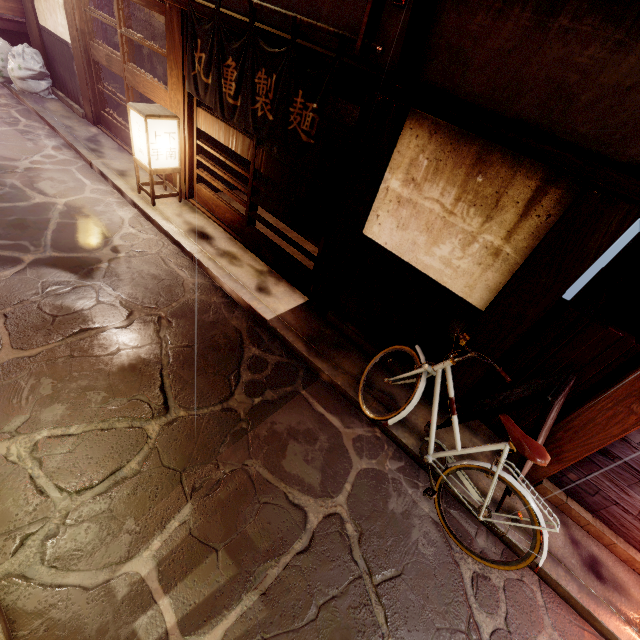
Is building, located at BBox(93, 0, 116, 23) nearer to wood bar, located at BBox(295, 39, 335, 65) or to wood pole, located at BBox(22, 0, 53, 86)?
wood bar, located at BBox(295, 39, 335, 65)

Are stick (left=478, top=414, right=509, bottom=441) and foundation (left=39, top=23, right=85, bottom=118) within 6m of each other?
no

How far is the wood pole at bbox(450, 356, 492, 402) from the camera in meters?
6.6 m

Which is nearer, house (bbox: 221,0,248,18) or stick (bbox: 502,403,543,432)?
stick (bbox: 502,403,543,432)

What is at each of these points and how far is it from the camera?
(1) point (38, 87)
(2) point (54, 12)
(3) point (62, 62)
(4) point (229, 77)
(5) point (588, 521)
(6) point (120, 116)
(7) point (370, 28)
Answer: (1) trash, 14.76m
(2) house, 12.82m
(3) foundation, 14.03m
(4) flag, 7.80m
(5) foundation, 6.25m
(6) building, 14.96m
(7) wood base, 5.34m

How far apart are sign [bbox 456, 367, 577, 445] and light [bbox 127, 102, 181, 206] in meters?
10.8 m

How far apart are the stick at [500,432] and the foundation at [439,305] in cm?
87

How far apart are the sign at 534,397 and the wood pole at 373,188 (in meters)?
3.85
